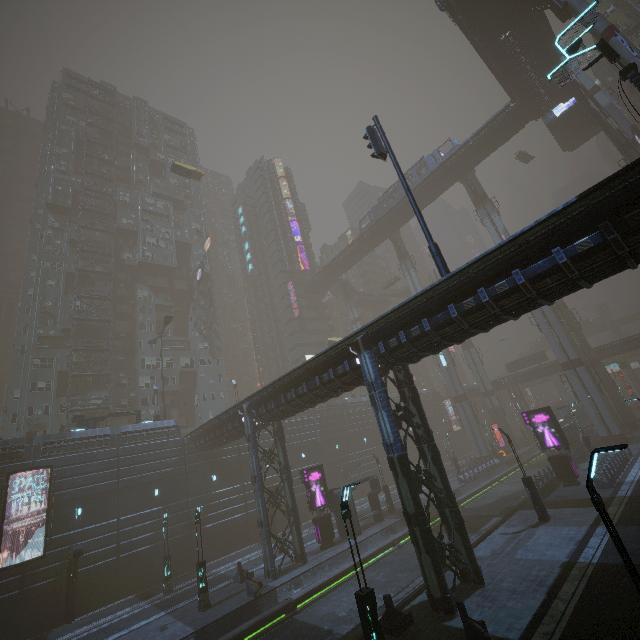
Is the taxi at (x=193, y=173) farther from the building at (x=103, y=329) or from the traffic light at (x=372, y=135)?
the traffic light at (x=372, y=135)

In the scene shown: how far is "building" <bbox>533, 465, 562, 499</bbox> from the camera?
24.05m

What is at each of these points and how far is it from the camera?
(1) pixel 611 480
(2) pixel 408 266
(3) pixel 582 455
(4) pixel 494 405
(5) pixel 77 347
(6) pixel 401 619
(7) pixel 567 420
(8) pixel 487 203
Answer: (1) building, 23.34m
(2) sm, 58.94m
(3) building, 32.66m
(4) sm, 55.97m
(5) building structure, 41.94m
(6) barrier, 12.43m
(7) train, 44.09m
(8) sm, 48.91m

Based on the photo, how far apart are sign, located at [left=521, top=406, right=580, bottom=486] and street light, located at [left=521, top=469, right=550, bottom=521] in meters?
7.9

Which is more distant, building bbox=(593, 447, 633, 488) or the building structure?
the building structure

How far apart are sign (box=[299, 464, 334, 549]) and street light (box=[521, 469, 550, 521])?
14.18m

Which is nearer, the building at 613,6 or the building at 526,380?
the building at 613,6

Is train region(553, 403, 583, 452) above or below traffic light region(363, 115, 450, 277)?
below
